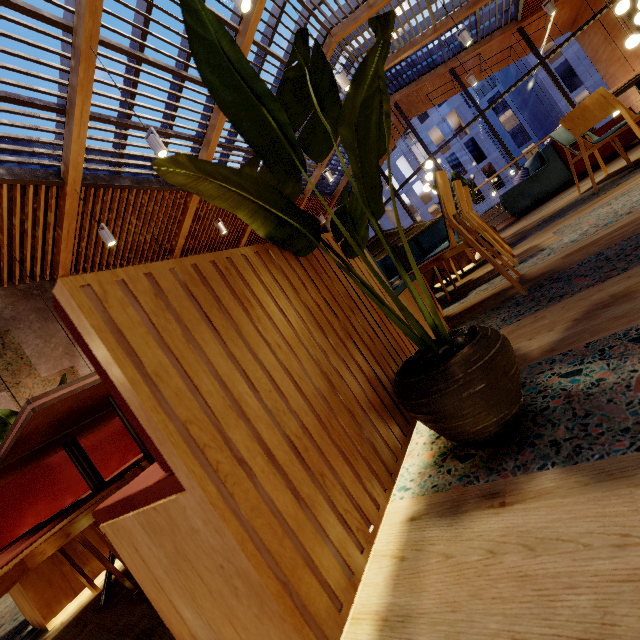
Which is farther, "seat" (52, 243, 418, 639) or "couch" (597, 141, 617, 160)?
"couch" (597, 141, 617, 160)

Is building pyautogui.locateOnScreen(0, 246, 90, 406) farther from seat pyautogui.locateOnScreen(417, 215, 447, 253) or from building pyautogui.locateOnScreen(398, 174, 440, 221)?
building pyautogui.locateOnScreen(398, 174, 440, 221)

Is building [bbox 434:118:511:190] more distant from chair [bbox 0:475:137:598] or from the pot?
chair [bbox 0:475:137:598]

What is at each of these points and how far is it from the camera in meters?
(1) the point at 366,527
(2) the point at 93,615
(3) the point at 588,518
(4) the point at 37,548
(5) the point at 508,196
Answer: (1) seat, 0.7 m
(2) building, 1.4 m
(3) building, 0.5 m
(4) chair, 0.9 m
(5) couch, 6.2 m

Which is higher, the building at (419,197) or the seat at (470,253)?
the building at (419,197)

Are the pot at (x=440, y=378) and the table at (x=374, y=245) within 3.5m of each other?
yes

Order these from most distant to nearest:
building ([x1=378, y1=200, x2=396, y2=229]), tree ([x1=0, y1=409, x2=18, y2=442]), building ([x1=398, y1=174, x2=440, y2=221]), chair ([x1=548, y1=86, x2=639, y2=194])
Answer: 1. building ([x1=378, y1=200, x2=396, y2=229])
2. building ([x1=398, y1=174, x2=440, y2=221])
3. chair ([x1=548, y1=86, x2=639, y2=194])
4. tree ([x1=0, y1=409, x2=18, y2=442])

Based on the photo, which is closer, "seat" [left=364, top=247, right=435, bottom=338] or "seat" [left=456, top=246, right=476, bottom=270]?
"seat" [left=364, top=247, right=435, bottom=338]
